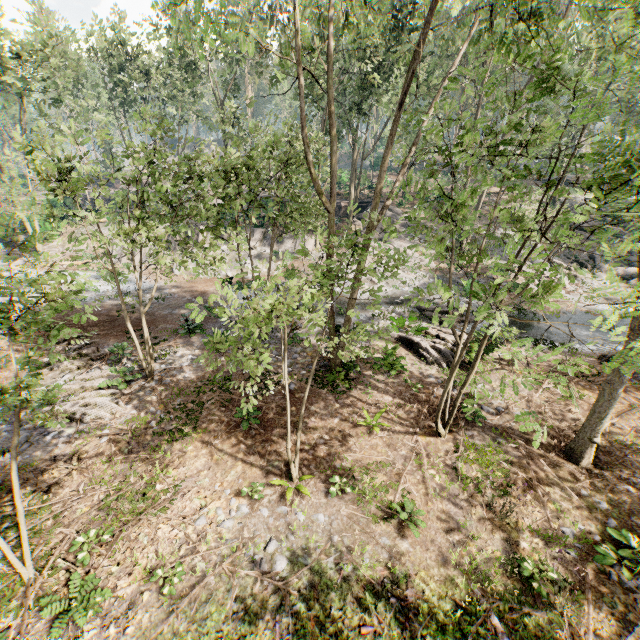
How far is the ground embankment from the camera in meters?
36.8

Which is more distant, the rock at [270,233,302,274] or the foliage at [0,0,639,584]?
the rock at [270,233,302,274]

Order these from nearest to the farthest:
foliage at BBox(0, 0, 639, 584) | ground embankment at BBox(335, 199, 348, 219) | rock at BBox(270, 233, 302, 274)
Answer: foliage at BBox(0, 0, 639, 584)
rock at BBox(270, 233, 302, 274)
ground embankment at BBox(335, 199, 348, 219)

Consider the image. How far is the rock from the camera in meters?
27.3

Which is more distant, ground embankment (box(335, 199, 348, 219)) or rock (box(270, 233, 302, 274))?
ground embankment (box(335, 199, 348, 219))

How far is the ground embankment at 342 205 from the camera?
36.8m

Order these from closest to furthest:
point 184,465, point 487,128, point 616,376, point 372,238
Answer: point 487,128, point 616,376, point 184,465, point 372,238

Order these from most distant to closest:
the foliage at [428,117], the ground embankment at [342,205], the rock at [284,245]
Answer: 1. the ground embankment at [342,205]
2. the rock at [284,245]
3. the foliage at [428,117]
